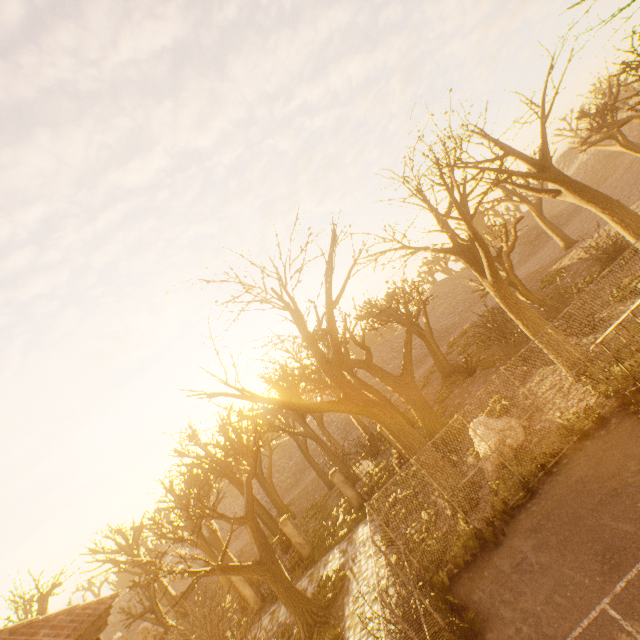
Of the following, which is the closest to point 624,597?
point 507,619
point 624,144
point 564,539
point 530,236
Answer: point 564,539

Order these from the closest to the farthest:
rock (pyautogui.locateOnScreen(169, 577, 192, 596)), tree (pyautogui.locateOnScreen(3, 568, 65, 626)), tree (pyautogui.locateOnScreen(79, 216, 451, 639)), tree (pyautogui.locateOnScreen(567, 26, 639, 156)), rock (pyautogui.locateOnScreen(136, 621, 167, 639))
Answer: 1. tree (pyautogui.locateOnScreen(79, 216, 451, 639))
2. tree (pyautogui.locateOnScreen(567, 26, 639, 156))
3. tree (pyautogui.locateOnScreen(3, 568, 65, 626))
4. rock (pyautogui.locateOnScreen(136, 621, 167, 639))
5. rock (pyautogui.locateOnScreen(169, 577, 192, 596))

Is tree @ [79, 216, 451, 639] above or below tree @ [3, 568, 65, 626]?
→ below

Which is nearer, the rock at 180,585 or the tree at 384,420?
the tree at 384,420

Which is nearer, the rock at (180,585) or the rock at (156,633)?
the rock at (156,633)

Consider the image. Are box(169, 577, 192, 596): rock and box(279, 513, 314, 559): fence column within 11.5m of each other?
no

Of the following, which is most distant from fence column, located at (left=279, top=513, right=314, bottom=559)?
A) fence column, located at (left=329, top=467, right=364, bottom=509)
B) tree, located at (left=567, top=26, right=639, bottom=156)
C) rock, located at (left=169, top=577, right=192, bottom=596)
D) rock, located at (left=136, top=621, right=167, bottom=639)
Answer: rock, located at (left=169, top=577, right=192, bottom=596)

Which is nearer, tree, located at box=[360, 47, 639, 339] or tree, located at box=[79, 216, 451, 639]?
tree, located at box=[360, 47, 639, 339]
